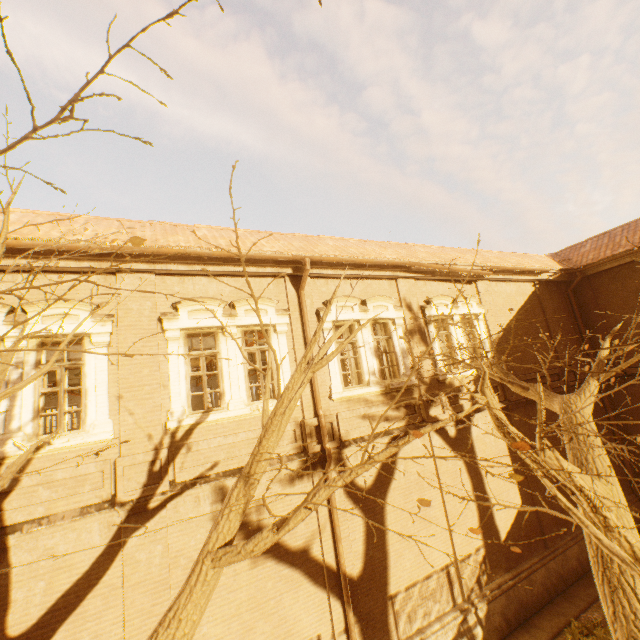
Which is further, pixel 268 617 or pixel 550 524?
pixel 550 524

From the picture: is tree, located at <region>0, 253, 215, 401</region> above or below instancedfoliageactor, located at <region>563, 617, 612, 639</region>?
above

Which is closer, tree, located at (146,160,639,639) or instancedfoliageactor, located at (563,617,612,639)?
tree, located at (146,160,639,639)

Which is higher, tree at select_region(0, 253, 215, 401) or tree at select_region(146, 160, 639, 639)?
tree at select_region(0, 253, 215, 401)

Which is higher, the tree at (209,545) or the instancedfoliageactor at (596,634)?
the tree at (209,545)

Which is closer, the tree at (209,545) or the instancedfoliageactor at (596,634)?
the tree at (209,545)
